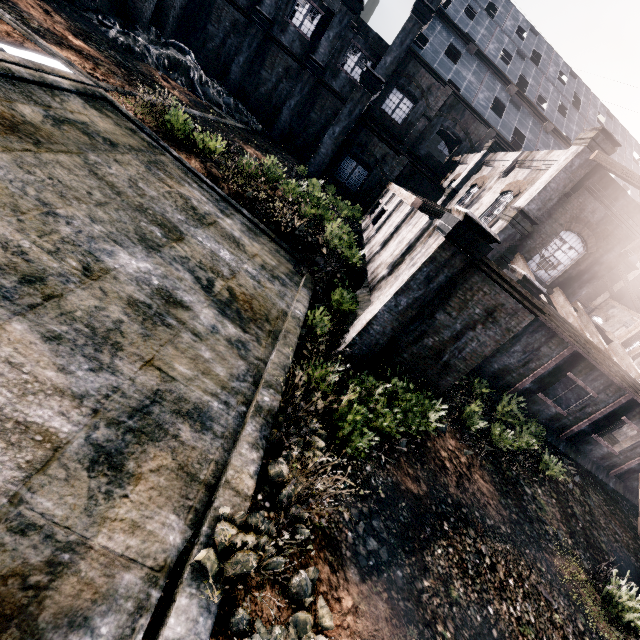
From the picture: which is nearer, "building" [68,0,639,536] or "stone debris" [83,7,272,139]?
"building" [68,0,639,536]

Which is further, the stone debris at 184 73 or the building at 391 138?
the stone debris at 184 73

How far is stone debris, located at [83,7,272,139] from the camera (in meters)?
24.34

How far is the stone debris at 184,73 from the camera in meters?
24.3

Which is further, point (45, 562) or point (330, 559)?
point (330, 559)
